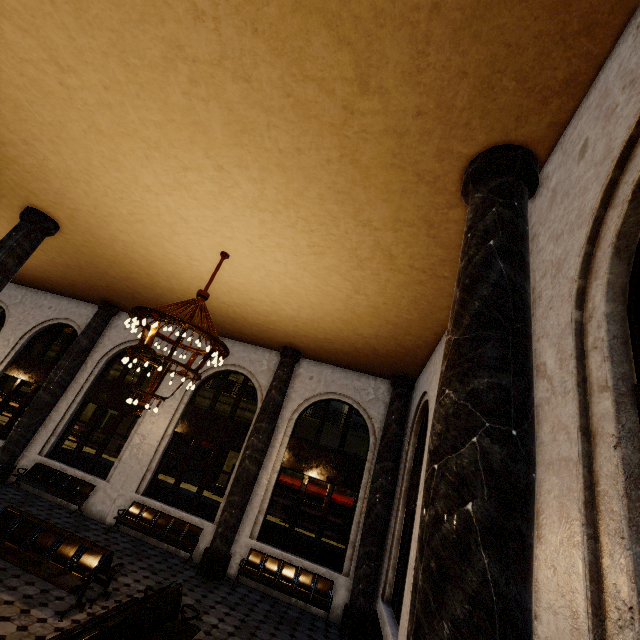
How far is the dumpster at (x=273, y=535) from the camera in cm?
1134

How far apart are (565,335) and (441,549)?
1.74m

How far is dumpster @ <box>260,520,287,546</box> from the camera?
11.3 meters

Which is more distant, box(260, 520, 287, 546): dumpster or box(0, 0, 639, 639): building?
box(260, 520, 287, 546): dumpster

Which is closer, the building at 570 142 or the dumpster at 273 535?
the building at 570 142
